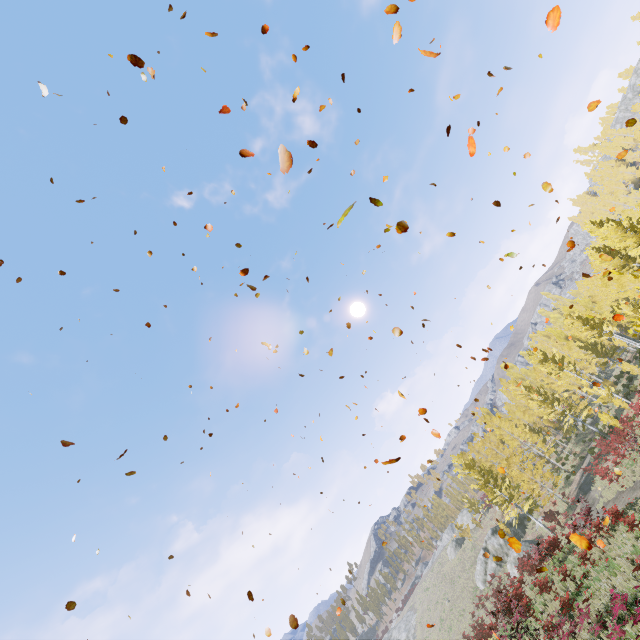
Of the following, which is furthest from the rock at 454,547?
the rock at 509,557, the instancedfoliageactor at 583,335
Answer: the rock at 509,557

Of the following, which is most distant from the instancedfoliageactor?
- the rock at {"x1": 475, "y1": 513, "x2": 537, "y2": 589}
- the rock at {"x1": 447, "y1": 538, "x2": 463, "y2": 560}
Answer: the rock at {"x1": 447, "y1": 538, "x2": 463, "y2": 560}

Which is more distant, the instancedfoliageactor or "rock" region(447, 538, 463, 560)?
"rock" region(447, 538, 463, 560)

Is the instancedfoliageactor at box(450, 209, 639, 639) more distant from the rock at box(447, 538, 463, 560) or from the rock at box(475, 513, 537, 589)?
the rock at box(447, 538, 463, 560)

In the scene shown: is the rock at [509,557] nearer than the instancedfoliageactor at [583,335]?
No

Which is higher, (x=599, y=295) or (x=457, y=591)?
(x=599, y=295)
